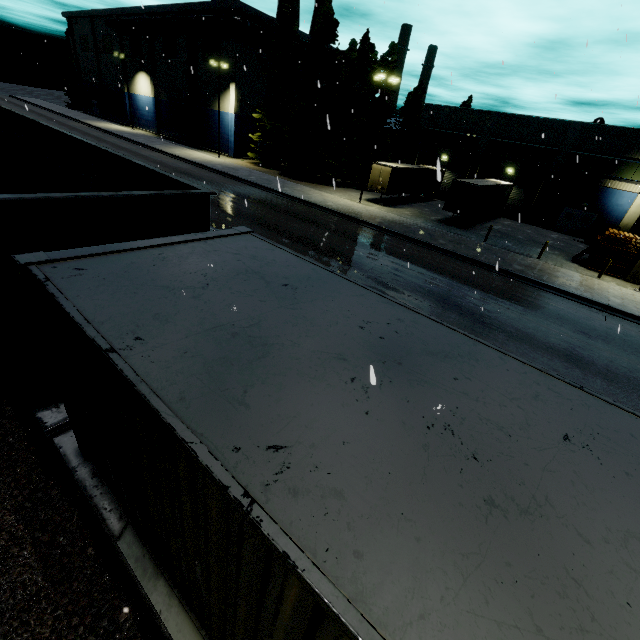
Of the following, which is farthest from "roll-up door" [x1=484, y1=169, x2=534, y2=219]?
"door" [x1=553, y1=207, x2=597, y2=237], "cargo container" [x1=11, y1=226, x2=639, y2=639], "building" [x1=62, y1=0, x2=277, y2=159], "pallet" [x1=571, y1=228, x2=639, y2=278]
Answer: "cargo container" [x1=11, y1=226, x2=639, y2=639]

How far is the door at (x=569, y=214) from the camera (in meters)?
33.53

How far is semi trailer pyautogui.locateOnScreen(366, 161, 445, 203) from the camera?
30.27m

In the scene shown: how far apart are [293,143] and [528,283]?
29.3 meters

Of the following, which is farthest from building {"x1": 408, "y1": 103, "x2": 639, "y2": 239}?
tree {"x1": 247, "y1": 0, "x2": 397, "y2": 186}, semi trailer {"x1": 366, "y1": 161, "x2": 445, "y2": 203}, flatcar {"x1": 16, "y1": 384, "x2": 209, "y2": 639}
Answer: flatcar {"x1": 16, "y1": 384, "x2": 209, "y2": 639}

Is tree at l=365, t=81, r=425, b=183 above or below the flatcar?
above

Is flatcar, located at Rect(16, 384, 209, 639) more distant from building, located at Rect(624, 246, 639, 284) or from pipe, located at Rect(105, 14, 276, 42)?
pipe, located at Rect(105, 14, 276, 42)

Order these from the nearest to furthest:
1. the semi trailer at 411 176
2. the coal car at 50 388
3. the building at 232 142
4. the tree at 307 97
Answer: the coal car at 50 388
the semi trailer at 411 176
the tree at 307 97
the building at 232 142
